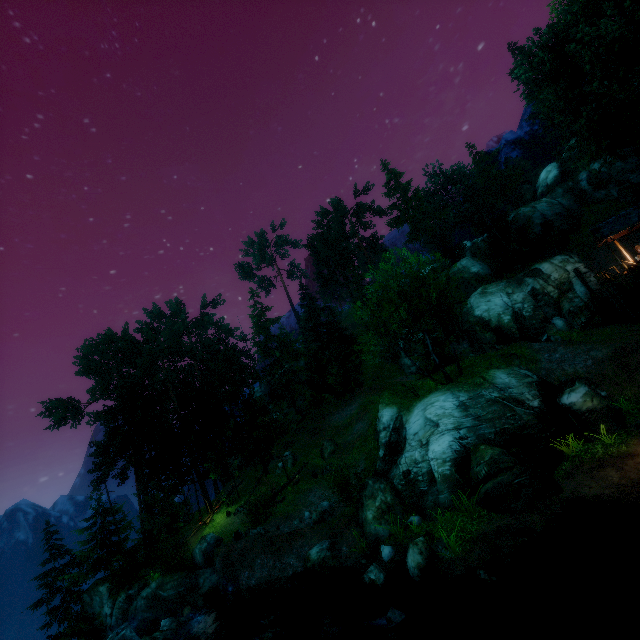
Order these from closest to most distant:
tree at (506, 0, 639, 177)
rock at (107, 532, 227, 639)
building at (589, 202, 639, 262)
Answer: rock at (107, 532, 227, 639) < tree at (506, 0, 639, 177) < building at (589, 202, 639, 262)

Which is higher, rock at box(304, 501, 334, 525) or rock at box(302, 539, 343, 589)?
rock at box(304, 501, 334, 525)

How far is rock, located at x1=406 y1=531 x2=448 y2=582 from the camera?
11.4m

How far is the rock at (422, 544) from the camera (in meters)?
11.42

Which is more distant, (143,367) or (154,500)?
(143,367)

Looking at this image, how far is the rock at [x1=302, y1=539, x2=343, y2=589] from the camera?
15.29m

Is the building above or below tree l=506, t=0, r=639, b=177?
below

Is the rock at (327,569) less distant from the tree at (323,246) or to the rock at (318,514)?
the rock at (318,514)
